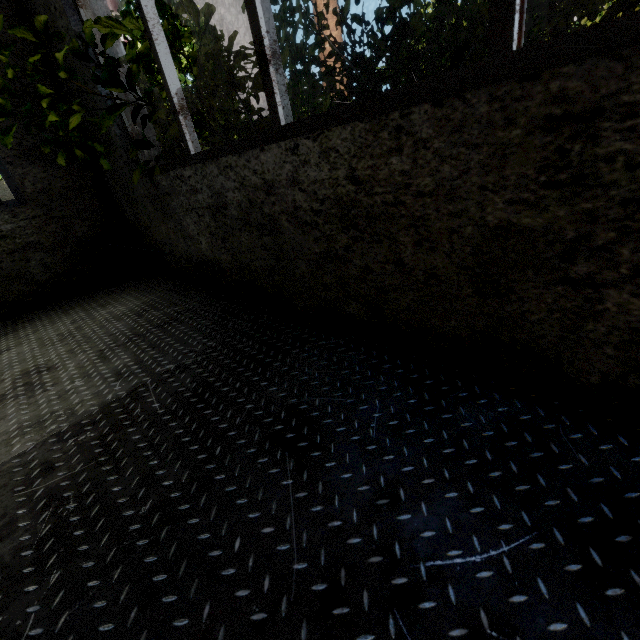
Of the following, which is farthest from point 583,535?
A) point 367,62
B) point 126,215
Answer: point 367,62
